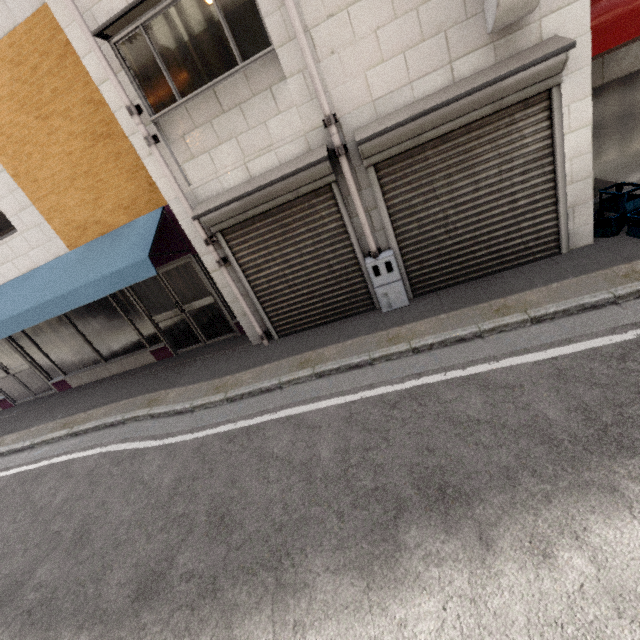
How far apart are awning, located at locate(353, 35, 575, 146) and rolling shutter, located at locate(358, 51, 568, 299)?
0.0m

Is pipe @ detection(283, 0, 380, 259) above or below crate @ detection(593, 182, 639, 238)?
above

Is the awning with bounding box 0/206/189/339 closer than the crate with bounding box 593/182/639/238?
No

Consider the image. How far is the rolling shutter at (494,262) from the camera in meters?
4.1

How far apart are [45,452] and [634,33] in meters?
11.3

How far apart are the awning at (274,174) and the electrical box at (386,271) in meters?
1.6 m

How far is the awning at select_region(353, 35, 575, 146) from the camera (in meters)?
3.58

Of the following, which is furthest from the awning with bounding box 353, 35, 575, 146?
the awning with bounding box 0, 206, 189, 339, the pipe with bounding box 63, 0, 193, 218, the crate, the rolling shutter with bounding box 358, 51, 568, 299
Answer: the awning with bounding box 0, 206, 189, 339
